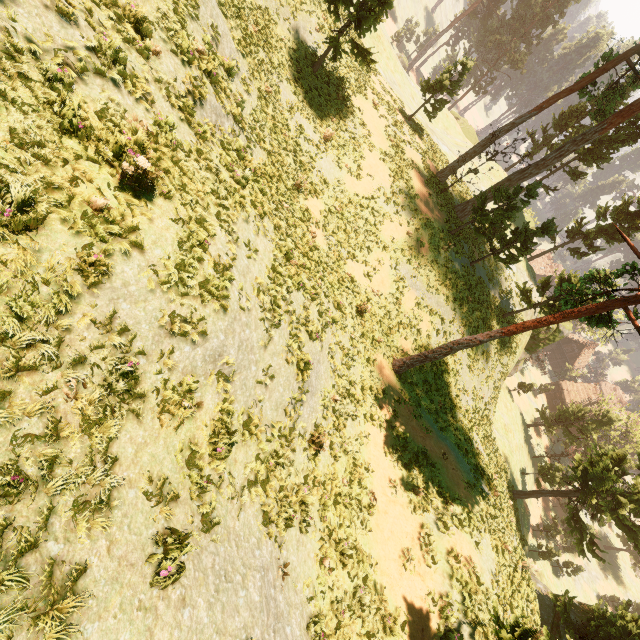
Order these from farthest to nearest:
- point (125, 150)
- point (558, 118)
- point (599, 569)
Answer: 1. point (599, 569)
2. point (558, 118)
3. point (125, 150)

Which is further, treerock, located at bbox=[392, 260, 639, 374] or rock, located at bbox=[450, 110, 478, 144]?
rock, located at bbox=[450, 110, 478, 144]

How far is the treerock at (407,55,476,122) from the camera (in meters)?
25.97

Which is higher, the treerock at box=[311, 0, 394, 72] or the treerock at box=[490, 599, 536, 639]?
the treerock at box=[311, 0, 394, 72]

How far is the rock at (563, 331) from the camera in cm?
3650

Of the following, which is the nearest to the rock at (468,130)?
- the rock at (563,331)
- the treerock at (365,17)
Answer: the rock at (563,331)

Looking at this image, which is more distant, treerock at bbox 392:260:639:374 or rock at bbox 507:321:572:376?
rock at bbox 507:321:572:376

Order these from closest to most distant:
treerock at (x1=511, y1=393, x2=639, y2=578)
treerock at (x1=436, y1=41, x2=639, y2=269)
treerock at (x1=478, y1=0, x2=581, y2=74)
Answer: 1. treerock at (x1=436, y1=41, x2=639, y2=269)
2. treerock at (x1=511, y1=393, x2=639, y2=578)
3. treerock at (x1=478, y1=0, x2=581, y2=74)
